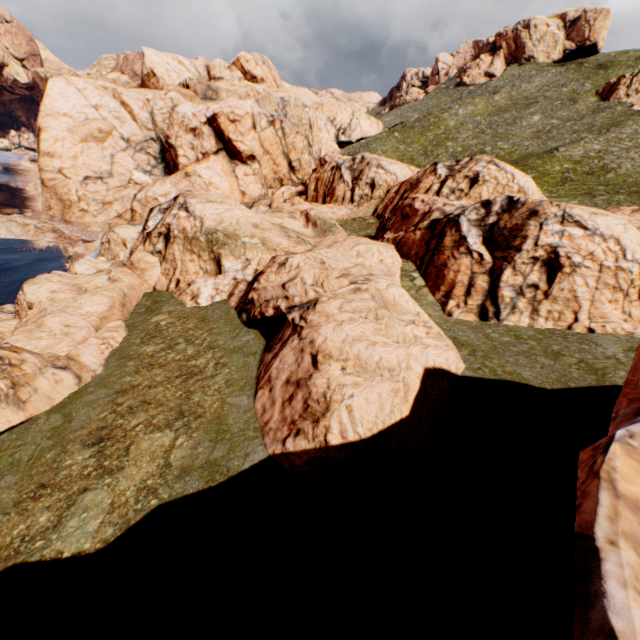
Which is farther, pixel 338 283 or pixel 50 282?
pixel 50 282

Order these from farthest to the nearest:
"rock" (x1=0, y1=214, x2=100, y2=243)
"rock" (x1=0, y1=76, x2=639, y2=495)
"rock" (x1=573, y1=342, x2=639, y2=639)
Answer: "rock" (x1=0, y1=214, x2=100, y2=243)
"rock" (x1=0, y1=76, x2=639, y2=495)
"rock" (x1=573, y1=342, x2=639, y2=639)

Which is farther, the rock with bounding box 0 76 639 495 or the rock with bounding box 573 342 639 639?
the rock with bounding box 0 76 639 495

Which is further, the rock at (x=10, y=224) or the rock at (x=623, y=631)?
the rock at (x=10, y=224)

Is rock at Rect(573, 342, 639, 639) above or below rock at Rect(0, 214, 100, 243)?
above
